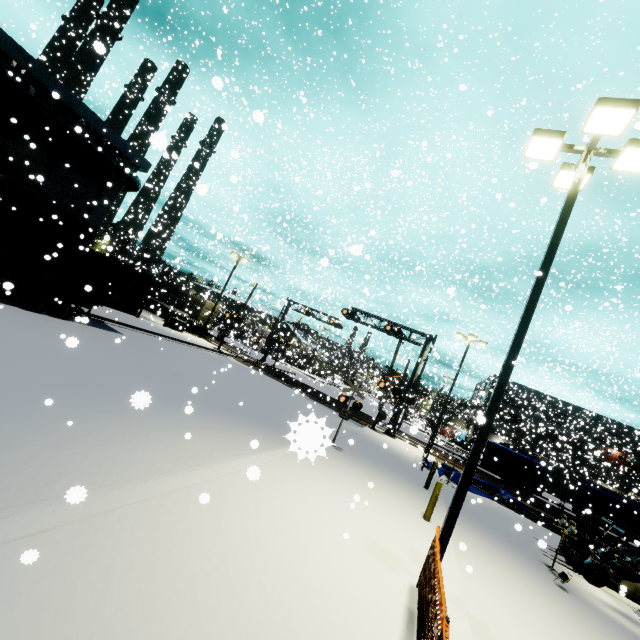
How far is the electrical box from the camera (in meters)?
30.41

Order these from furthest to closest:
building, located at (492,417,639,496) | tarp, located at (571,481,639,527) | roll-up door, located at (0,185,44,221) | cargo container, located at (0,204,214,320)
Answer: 1. building, located at (492,417,639,496)
2. tarp, located at (571,481,639,527)
3. roll-up door, located at (0,185,44,221)
4. cargo container, located at (0,204,214,320)

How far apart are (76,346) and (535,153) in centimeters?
1043cm

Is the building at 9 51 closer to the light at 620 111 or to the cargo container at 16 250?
the cargo container at 16 250

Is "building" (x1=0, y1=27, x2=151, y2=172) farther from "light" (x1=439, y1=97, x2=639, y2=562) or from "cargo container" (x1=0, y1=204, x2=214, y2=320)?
"light" (x1=439, y1=97, x2=639, y2=562)

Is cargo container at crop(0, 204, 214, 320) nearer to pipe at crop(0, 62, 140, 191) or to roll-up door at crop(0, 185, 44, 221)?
pipe at crop(0, 62, 140, 191)

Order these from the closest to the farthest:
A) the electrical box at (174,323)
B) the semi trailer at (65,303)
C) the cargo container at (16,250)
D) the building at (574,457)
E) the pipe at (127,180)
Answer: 1. the cargo container at (16,250)
2. the semi trailer at (65,303)
3. the pipe at (127,180)
4. the electrical box at (174,323)
5. the building at (574,457)

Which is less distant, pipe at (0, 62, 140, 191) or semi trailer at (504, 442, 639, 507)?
pipe at (0, 62, 140, 191)
